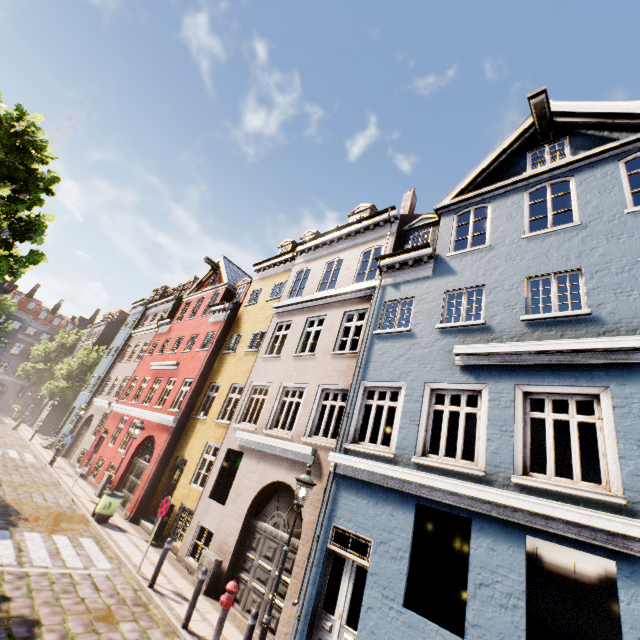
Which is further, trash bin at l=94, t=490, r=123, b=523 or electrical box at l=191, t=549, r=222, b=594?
trash bin at l=94, t=490, r=123, b=523

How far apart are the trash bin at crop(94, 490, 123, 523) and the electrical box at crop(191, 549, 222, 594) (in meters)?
5.09

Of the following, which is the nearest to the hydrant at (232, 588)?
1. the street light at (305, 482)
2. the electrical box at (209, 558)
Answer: the street light at (305, 482)

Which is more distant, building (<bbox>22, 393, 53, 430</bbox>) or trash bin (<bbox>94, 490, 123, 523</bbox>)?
building (<bbox>22, 393, 53, 430</bbox>)

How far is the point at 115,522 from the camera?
12.9 meters

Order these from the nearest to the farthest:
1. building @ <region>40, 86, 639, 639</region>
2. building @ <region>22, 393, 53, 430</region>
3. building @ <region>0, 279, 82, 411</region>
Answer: building @ <region>40, 86, 639, 639</region>
building @ <region>22, 393, 53, 430</region>
building @ <region>0, 279, 82, 411</region>

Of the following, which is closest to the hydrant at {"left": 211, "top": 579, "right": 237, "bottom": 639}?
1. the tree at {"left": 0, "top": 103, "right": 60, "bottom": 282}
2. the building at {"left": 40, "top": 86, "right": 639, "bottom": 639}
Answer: the building at {"left": 40, "top": 86, "right": 639, "bottom": 639}

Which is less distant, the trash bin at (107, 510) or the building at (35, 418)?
the trash bin at (107, 510)
